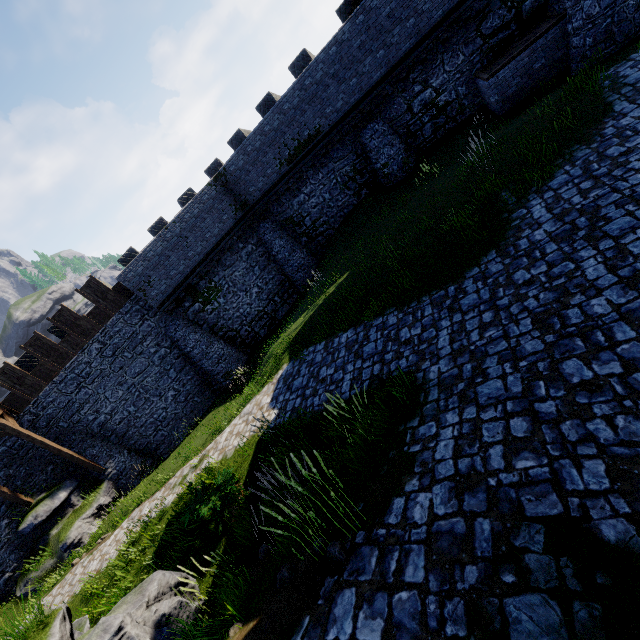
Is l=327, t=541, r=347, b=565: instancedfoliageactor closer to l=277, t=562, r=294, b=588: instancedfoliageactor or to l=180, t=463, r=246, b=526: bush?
l=277, t=562, r=294, b=588: instancedfoliageactor

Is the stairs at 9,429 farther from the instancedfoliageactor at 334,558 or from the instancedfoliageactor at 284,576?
the instancedfoliageactor at 334,558

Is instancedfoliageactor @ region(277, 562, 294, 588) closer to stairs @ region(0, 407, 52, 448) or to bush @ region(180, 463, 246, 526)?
bush @ region(180, 463, 246, 526)

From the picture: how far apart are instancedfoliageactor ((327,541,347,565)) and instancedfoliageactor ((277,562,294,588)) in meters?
0.6 m

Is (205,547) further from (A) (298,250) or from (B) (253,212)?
(B) (253,212)

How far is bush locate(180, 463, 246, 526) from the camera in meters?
7.4

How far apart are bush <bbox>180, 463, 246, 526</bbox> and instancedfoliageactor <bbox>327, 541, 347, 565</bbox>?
4.5m

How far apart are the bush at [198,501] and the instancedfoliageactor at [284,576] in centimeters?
364cm
